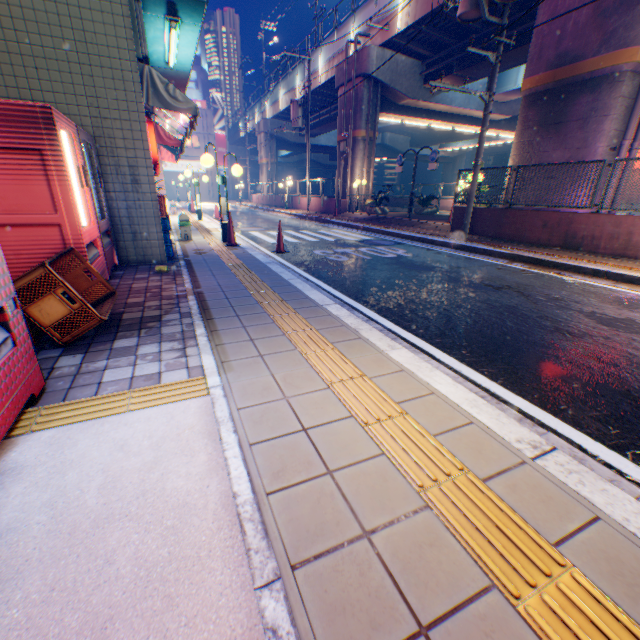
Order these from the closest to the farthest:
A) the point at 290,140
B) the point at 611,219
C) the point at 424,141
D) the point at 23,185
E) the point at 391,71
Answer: the point at 23,185, the point at 611,219, the point at 391,71, the point at 290,140, the point at 424,141

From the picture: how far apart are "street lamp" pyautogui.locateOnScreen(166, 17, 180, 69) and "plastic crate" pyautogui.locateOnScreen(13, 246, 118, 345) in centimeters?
516cm

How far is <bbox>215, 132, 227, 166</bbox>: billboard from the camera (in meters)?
46.50

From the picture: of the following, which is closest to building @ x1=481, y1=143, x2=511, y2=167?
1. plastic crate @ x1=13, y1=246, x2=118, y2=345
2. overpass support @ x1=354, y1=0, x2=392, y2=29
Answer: overpass support @ x1=354, y1=0, x2=392, y2=29

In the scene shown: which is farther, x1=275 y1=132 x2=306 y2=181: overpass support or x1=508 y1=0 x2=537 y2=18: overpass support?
x1=275 y1=132 x2=306 y2=181: overpass support

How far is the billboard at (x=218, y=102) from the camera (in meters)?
44.88

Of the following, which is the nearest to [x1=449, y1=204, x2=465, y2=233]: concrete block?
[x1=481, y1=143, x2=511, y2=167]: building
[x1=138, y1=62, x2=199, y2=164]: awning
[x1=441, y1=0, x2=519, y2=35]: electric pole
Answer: [x1=441, y1=0, x2=519, y2=35]: electric pole

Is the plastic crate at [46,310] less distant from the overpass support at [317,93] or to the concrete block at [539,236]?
the concrete block at [539,236]
